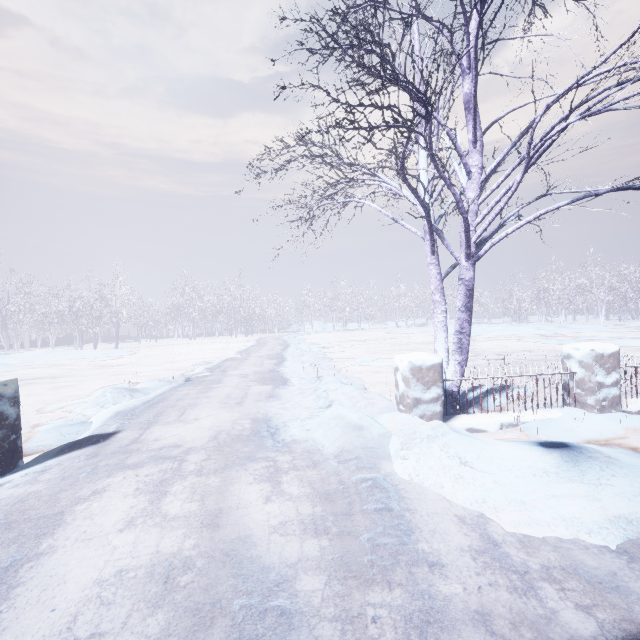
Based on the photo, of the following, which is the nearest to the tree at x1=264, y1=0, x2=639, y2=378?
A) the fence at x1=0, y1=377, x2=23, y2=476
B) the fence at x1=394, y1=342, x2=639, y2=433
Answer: the fence at x1=394, y1=342, x2=639, y2=433

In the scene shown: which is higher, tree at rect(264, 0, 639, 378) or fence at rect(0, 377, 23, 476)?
tree at rect(264, 0, 639, 378)

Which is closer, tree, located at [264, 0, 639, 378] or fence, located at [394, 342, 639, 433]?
tree, located at [264, 0, 639, 378]

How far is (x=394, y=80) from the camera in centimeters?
279cm

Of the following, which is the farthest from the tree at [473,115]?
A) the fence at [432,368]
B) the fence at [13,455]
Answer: the fence at [13,455]

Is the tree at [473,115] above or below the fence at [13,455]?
above

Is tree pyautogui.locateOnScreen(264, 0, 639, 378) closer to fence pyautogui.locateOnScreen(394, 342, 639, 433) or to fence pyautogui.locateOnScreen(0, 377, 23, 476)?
fence pyautogui.locateOnScreen(394, 342, 639, 433)
